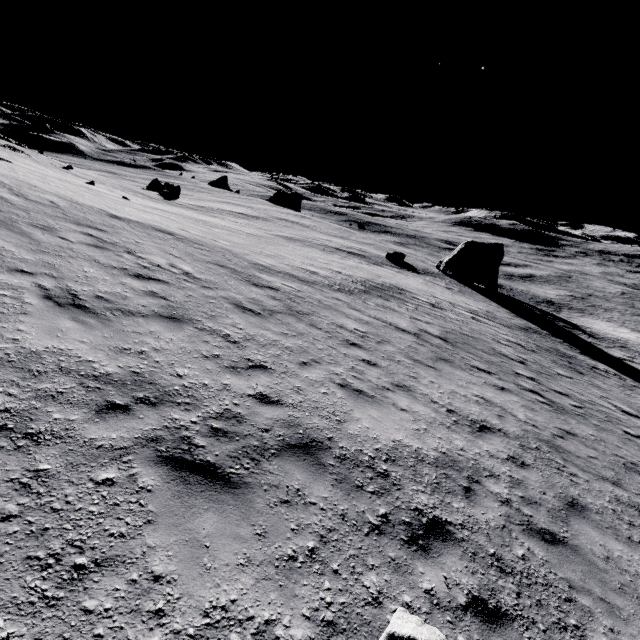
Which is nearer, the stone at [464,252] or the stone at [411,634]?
the stone at [411,634]

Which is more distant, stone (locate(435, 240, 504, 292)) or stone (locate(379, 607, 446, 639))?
stone (locate(435, 240, 504, 292))

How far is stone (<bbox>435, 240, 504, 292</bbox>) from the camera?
41.7m

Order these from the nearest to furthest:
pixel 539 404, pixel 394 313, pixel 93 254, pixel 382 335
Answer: pixel 93 254 → pixel 539 404 → pixel 382 335 → pixel 394 313

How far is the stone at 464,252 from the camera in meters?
41.7
